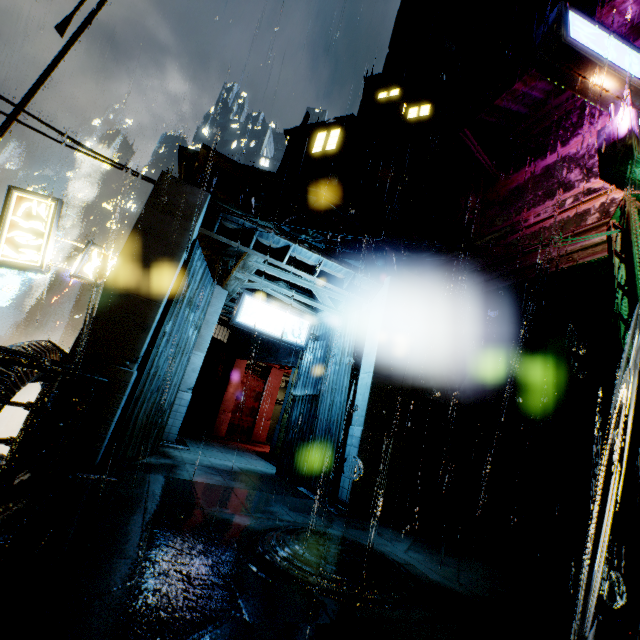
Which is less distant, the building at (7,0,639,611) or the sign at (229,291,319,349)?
the building at (7,0,639,611)

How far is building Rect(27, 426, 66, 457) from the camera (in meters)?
5.57

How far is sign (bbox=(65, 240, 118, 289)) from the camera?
9.80m

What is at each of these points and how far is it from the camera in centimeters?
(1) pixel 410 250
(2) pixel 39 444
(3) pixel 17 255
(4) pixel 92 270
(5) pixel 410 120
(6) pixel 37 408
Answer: (1) building, 1761cm
(2) building, 561cm
(3) sign, 908cm
(4) sign, 1001cm
(5) building, 2059cm
(6) railing, 325cm

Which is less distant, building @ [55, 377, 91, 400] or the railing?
the railing

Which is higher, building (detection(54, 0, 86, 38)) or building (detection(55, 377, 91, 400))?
building (detection(54, 0, 86, 38))

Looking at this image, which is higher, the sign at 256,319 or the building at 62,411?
the sign at 256,319

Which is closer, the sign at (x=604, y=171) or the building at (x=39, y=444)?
the building at (x=39, y=444)
